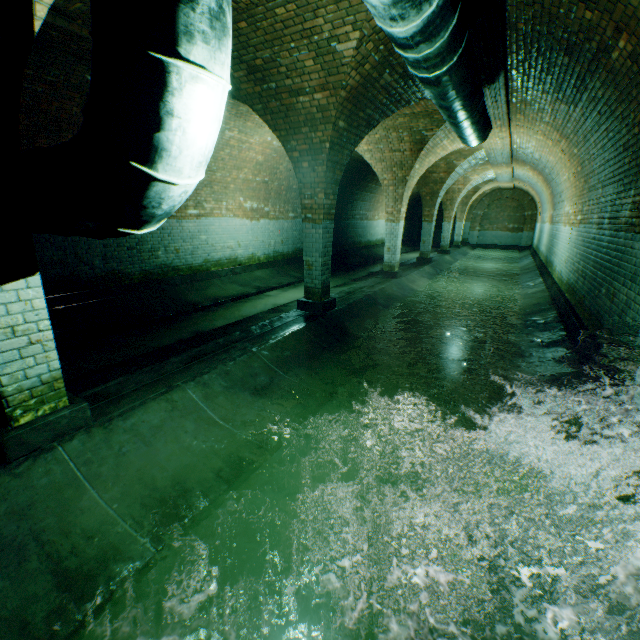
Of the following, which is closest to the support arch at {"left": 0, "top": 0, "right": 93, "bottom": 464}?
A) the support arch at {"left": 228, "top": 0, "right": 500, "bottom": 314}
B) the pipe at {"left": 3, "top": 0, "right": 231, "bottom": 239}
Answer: the pipe at {"left": 3, "top": 0, "right": 231, "bottom": 239}

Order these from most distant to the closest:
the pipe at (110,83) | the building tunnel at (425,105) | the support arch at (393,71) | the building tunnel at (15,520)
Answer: the building tunnel at (425,105) < the support arch at (393,71) < the building tunnel at (15,520) < the pipe at (110,83)

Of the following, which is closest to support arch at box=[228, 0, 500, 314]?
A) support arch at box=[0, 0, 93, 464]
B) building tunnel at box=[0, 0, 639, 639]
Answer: building tunnel at box=[0, 0, 639, 639]

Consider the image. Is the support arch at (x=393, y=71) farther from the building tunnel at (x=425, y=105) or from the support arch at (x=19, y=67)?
the support arch at (x=19, y=67)

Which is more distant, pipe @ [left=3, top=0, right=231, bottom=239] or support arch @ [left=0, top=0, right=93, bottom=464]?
support arch @ [left=0, top=0, right=93, bottom=464]

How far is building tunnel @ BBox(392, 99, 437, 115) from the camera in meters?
7.0 m

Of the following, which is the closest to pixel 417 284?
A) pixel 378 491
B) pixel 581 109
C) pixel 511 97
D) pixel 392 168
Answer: pixel 392 168
